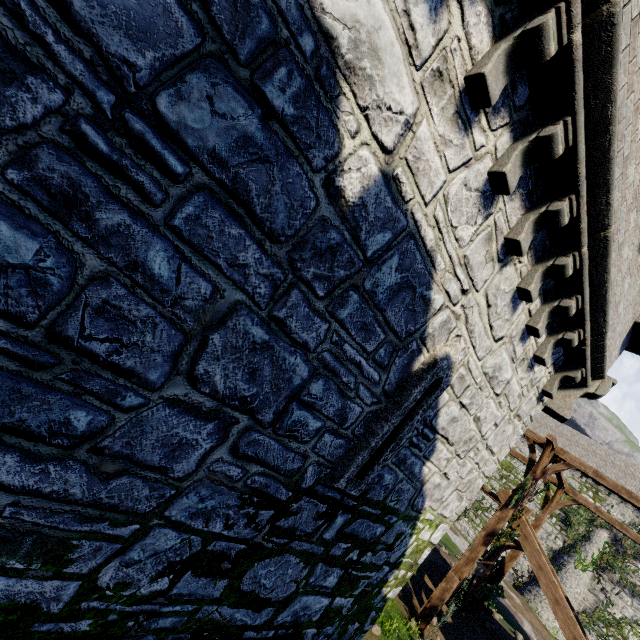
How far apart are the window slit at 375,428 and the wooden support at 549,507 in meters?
14.6 m

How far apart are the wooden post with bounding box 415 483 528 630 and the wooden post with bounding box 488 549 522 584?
5.5 meters

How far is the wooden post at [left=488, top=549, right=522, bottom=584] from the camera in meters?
14.6 m

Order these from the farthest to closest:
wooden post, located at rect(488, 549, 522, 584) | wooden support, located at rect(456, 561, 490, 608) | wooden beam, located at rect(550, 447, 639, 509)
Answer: wooden post, located at rect(488, 549, 522, 584) < wooden support, located at rect(456, 561, 490, 608) < wooden beam, located at rect(550, 447, 639, 509)

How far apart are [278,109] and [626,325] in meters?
8.5

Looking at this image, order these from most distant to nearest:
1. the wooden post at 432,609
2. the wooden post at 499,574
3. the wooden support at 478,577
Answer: the wooden post at 499,574 → the wooden support at 478,577 → the wooden post at 432,609

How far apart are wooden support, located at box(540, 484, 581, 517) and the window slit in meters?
14.6 m

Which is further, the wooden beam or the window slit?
the wooden beam
